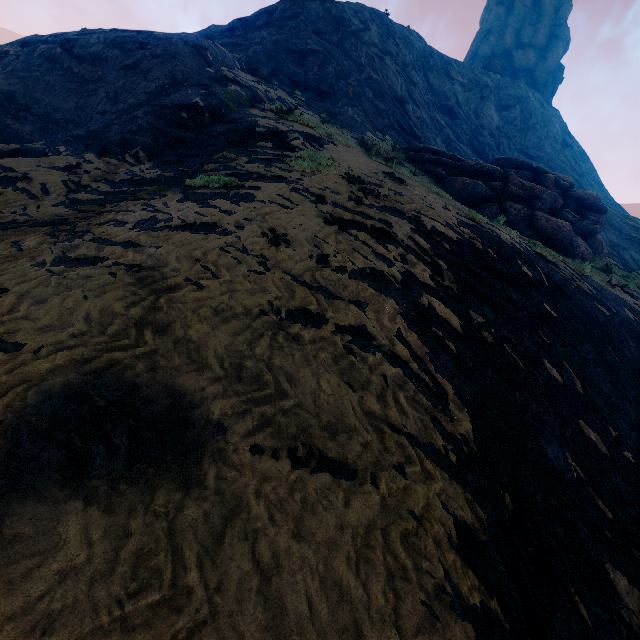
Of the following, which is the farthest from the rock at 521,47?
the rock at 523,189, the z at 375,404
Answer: the rock at 523,189

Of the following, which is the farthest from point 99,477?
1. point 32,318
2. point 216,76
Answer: point 216,76

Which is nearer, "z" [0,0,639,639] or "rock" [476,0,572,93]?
"z" [0,0,639,639]

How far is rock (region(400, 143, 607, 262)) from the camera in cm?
1573

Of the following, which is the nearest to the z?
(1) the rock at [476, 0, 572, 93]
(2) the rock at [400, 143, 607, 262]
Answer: (2) the rock at [400, 143, 607, 262]

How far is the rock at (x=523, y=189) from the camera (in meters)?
15.73

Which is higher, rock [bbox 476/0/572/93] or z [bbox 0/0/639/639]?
rock [bbox 476/0/572/93]
